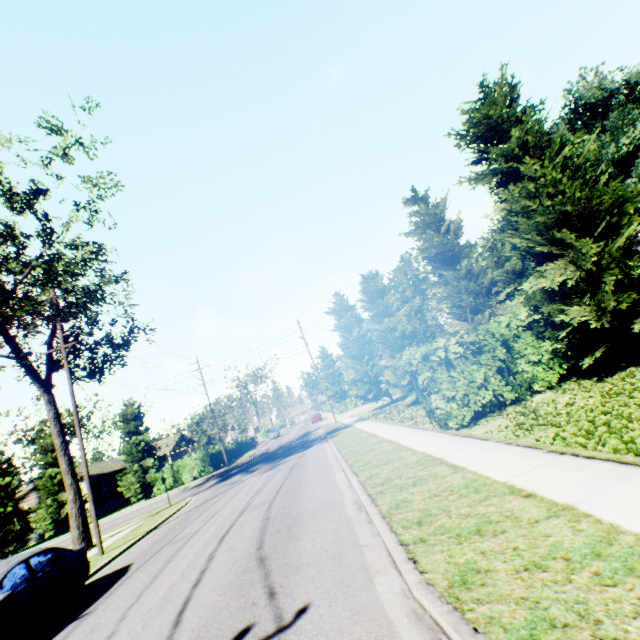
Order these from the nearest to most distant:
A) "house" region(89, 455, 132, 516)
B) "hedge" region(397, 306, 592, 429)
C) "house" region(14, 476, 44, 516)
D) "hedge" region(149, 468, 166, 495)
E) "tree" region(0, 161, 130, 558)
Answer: "hedge" region(397, 306, 592, 429) < "tree" region(0, 161, 130, 558) < "hedge" region(149, 468, 166, 495) < "house" region(14, 476, 44, 516) < "house" region(89, 455, 132, 516)

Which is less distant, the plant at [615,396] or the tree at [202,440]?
the plant at [615,396]

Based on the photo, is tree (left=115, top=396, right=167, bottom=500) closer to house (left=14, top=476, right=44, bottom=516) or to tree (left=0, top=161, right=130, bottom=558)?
house (left=14, top=476, right=44, bottom=516)

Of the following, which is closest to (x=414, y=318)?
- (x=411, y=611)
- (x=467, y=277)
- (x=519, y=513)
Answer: (x=467, y=277)

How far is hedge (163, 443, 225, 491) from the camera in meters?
32.5 m

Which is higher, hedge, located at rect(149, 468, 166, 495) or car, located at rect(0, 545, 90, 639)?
hedge, located at rect(149, 468, 166, 495)

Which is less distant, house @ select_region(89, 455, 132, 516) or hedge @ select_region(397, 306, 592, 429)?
hedge @ select_region(397, 306, 592, 429)

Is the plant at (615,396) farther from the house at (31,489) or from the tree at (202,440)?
the house at (31,489)
